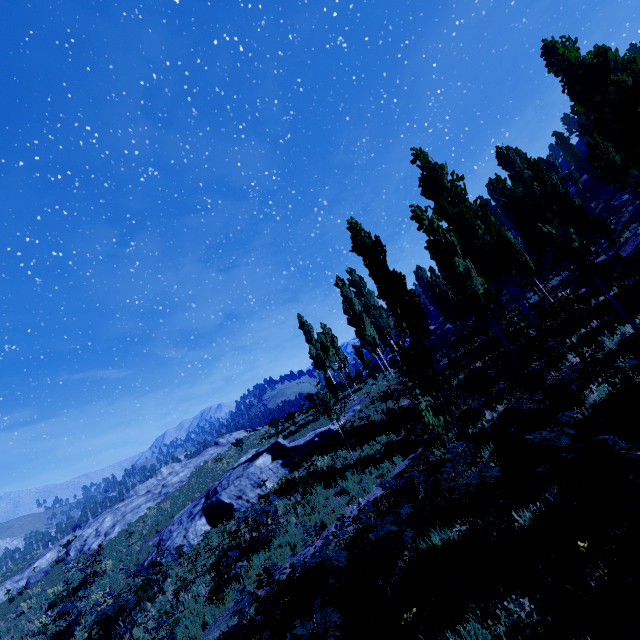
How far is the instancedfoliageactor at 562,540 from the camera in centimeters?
530cm

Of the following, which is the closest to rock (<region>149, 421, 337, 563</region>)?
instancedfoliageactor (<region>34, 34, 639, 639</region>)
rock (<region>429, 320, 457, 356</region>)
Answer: instancedfoliageactor (<region>34, 34, 639, 639</region>)

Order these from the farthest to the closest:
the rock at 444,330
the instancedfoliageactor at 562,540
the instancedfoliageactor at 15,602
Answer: the rock at 444,330, the instancedfoliageactor at 15,602, the instancedfoliageactor at 562,540

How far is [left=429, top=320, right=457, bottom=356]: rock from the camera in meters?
48.7 m

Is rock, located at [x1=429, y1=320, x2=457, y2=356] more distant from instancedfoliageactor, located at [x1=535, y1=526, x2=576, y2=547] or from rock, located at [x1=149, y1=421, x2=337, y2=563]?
rock, located at [x1=149, y1=421, x2=337, y2=563]

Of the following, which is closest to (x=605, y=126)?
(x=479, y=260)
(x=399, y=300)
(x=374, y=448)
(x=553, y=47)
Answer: (x=479, y=260)
